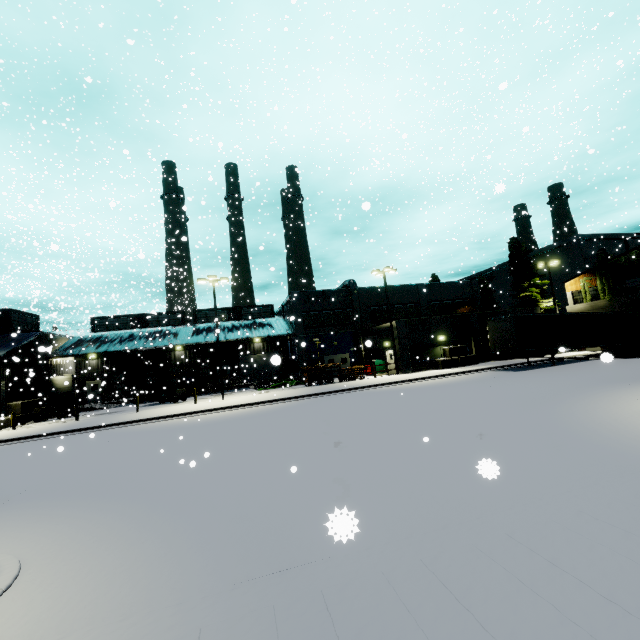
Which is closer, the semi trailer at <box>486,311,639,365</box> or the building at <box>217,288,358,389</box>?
the semi trailer at <box>486,311,639,365</box>

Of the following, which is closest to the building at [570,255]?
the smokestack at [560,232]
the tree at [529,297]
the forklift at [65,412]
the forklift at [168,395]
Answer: the tree at [529,297]

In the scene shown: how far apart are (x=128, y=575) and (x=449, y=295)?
41.8 meters

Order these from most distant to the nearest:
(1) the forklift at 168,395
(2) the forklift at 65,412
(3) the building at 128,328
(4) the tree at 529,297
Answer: (4) the tree at 529,297 → (3) the building at 128,328 → (1) the forklift at 168,395 → (2) the forklift at 65,412

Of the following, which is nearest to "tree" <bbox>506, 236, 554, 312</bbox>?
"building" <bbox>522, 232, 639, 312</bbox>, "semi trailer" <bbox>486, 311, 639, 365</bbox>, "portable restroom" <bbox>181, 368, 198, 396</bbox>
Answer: "building" <bbox>522, 232, 639, 312</bbox>

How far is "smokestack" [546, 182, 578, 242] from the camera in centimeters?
5566cm

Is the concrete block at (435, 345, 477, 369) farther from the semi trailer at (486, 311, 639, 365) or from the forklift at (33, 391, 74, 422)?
the forklift at (33, 391, 74, 422)

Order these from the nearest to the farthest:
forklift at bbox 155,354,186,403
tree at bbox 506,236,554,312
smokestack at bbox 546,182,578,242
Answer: forklift at bbox 155,354,186,403 < tree at bbox 506,236,554,312 < smokestack at bbox 546,182,578,242
